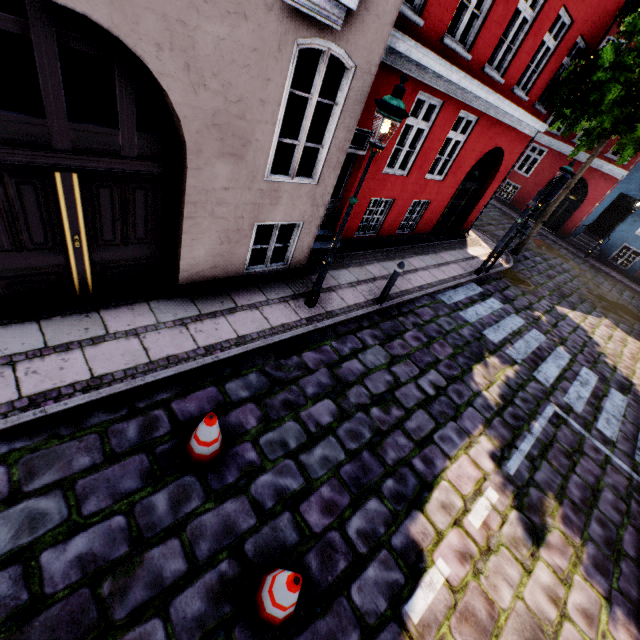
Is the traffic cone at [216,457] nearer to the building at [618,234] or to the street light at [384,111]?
the building at [618,234]

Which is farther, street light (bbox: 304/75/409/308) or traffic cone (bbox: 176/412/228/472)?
street light (bbox: 304/75/409/308)

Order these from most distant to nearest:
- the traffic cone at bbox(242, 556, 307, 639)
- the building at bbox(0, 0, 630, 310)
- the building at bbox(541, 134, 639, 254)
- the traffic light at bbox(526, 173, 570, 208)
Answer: the building at bbox(541, 134, 639, 254), the traffic light at bbox(526, 173, 570, 208), the building at bbox(0, 0, 630, 310), the traffic cone at bbox(242, 556, 307, 639)

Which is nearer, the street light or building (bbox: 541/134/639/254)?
the street light

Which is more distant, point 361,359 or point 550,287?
point 550,287

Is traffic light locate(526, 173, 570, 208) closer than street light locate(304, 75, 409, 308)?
No

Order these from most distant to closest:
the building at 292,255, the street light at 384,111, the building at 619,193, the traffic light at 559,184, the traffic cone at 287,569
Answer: the building at 619,193, the traffic light at 559,184, the street light at 384,111, the building at 292,255, the traffic cone at 287,569

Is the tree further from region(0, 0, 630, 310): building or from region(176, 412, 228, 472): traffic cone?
region(176, 412, 228, 472): traffic cone
